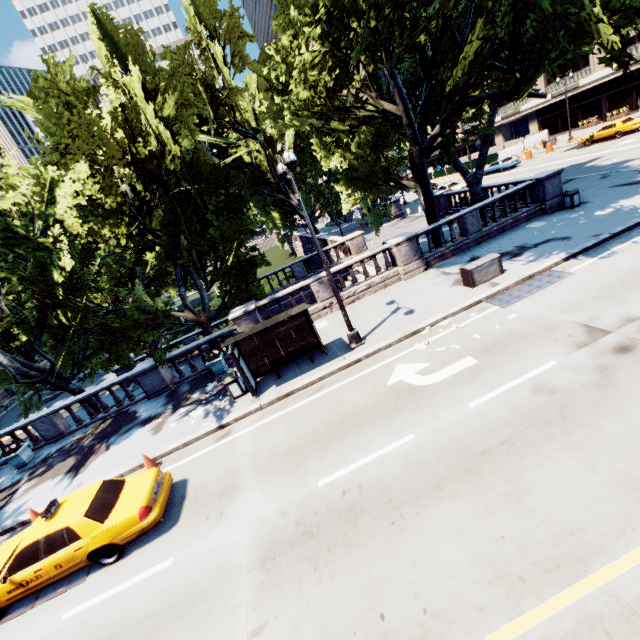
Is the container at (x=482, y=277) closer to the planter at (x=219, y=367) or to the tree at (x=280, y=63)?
the tree at (x=280, y=63)

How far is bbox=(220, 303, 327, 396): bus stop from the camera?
11.7 meters

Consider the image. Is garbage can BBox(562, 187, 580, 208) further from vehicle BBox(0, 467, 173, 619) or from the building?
the building

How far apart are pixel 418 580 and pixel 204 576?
4.4 meters

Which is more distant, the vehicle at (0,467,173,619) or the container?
the container

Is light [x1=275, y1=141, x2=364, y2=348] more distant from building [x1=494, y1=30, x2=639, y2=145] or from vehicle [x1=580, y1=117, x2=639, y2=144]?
building [x1=494, y1=30, x2=639, y2=145]

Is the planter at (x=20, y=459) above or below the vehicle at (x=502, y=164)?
below

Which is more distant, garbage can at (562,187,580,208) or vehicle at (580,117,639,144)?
vehicle at (580,117,639,144)
